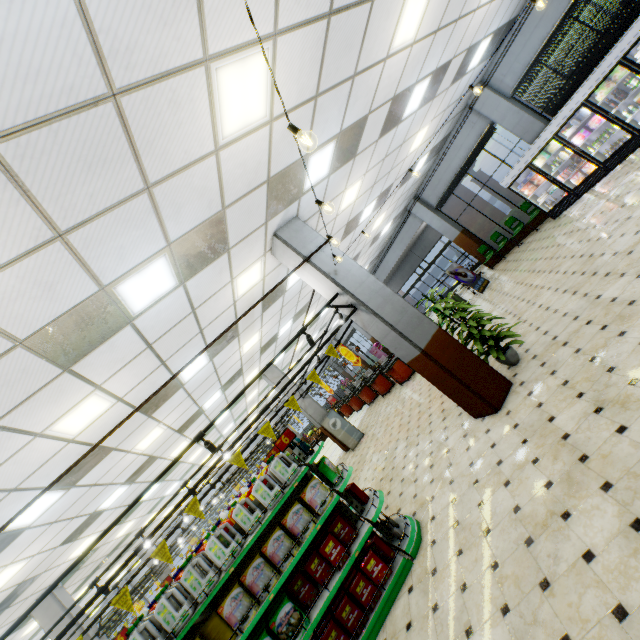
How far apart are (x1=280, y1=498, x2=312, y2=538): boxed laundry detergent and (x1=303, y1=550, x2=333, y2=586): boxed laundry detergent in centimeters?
32cm

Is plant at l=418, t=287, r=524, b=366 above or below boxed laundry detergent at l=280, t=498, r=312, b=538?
below

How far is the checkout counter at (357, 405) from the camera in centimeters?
1334cm

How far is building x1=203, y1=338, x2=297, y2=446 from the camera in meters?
14.1 m

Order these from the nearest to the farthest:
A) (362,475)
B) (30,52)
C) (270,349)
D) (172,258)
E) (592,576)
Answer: (30,52), (592,576), (172,258), (362,475), (270,349)

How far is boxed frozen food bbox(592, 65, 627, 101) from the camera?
8.4 meters

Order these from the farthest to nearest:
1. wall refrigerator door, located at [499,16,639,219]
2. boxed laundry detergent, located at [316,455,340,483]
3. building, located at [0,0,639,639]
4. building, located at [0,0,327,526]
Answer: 1. wall refrigerator door, located at [499,16,639,219]
2. boxed laundry detergent, located at [316,455,340,483]
3. building, located at [0,0,639,639]
4. building, located at [0,0,327,526]

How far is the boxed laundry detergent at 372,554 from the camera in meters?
4.3 m
